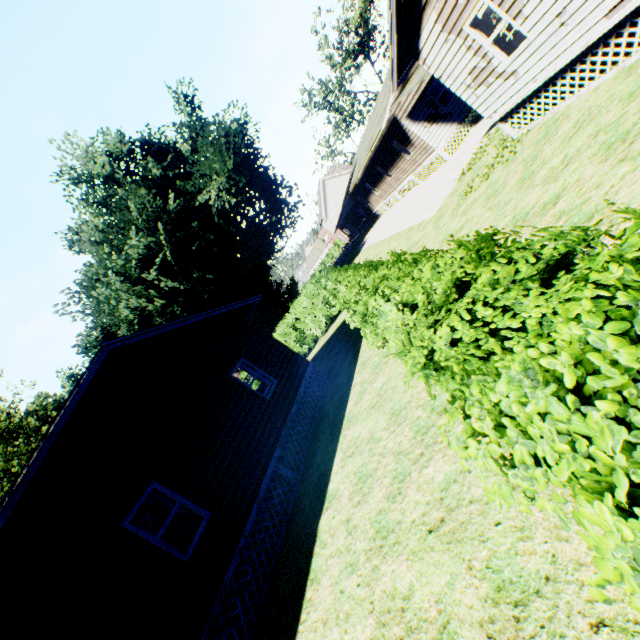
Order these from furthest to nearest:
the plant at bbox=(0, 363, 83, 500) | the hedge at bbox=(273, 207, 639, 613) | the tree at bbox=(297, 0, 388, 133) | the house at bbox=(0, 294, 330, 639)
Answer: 1. the tree at bbox=(297, 0, 388, 133)
2. the plant at bbox=(0, 363, 83, 500)
3. the house at bbox=(0, 294, 330, 639)
4. the hedge at bbox=(273, 207, 639, 613)

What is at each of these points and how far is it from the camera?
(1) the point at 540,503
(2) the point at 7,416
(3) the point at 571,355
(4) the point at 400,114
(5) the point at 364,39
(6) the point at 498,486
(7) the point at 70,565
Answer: (1) hedge, 1.4 meters
(2) plant, 45.6 meters
(3) hedge, 1.5 meters
(4) car, 18.2 meters
(5) tree, 38.3 meters
(6) hedge, 1.5 meters
(7) house, 5.8 meters

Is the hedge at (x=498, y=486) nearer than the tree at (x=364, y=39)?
Yes

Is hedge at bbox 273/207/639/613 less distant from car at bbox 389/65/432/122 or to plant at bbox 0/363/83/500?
car at bbox 389/65/432/122

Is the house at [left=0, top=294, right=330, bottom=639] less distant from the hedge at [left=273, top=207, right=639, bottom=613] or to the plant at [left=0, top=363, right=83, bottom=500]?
the plant at [left=0, top=363, right=83, bottom=500]

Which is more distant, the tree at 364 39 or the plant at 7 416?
the tree at 364 39

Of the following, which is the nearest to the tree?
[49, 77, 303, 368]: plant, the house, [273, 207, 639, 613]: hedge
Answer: [49, 77, 303, 368]: plant
